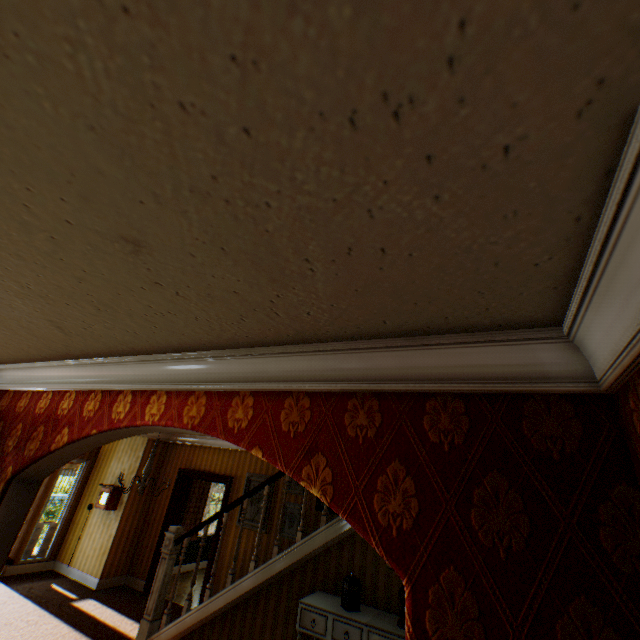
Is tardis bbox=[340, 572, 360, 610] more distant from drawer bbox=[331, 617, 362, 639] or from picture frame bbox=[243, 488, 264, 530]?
picture frame bbox=[243, 488, 264, 530]

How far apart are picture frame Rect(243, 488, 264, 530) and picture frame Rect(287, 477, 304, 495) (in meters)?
0.32

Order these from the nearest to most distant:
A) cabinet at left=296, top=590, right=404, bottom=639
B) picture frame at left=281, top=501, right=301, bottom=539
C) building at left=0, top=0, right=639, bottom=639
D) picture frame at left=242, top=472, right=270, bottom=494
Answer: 1. building at left=0, top=0, right=639, bottom=639
2. cabinet at left=296, top=590, right=404, bottom=639
3. picture frame at left=281, top=501, right=301, bottom=539
4. picture frame at left=242, top=472, right=270, bottom=494

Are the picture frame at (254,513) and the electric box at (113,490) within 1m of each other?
no

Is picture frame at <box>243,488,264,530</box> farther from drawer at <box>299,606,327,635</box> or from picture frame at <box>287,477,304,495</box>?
drawer at <box>299,606,327,635</box>

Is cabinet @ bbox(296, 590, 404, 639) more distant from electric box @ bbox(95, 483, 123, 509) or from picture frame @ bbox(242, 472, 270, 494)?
electric box @ bbox(95, 483, 123, 509)

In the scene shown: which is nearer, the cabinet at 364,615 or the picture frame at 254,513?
the cabinet at 364,615

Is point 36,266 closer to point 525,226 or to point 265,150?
point 265,150
